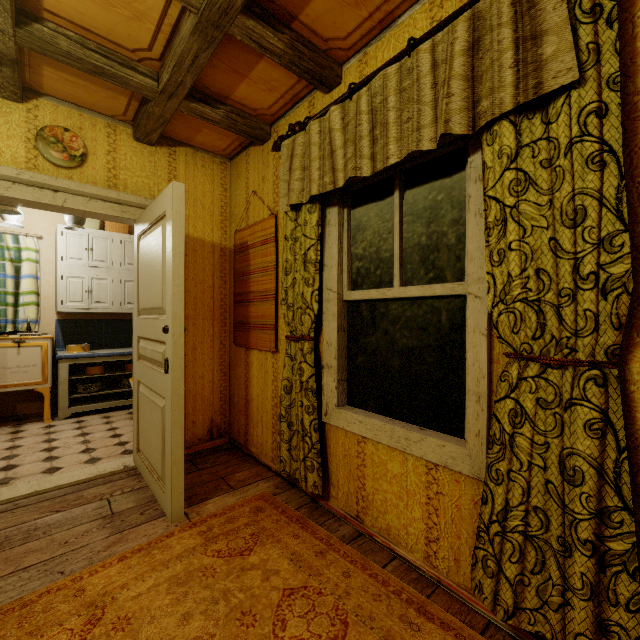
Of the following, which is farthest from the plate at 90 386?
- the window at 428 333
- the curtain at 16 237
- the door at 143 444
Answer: the window at 428 333

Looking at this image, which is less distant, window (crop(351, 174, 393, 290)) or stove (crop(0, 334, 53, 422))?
window (crop(351, 174, 393, 290))

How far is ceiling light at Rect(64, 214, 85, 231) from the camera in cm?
Result: 352

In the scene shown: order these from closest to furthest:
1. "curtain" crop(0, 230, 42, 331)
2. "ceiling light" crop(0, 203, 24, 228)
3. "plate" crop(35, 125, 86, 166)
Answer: "plate" crop(35, 125, 86, 166), "ceiling light" crop(0, 203, 24, 228), "curtain" crop(0, 230, 42, 331)

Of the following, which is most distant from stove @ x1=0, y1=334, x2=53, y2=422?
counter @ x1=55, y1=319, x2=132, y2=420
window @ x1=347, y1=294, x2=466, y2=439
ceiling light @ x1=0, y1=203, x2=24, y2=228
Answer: window @ x1=347, y1=294, x2=466, y2=439

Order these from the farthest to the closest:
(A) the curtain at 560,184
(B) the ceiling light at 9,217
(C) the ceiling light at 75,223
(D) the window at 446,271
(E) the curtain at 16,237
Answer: (E) the curtain at 16,237 < (C) the ceiling light at 75,223 < (B) the ceiling light at 9,217 < (D) the window at 446,271 < (A) the curtain at 560,184

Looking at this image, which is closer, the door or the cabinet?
the door

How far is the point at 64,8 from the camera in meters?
1.7 m
